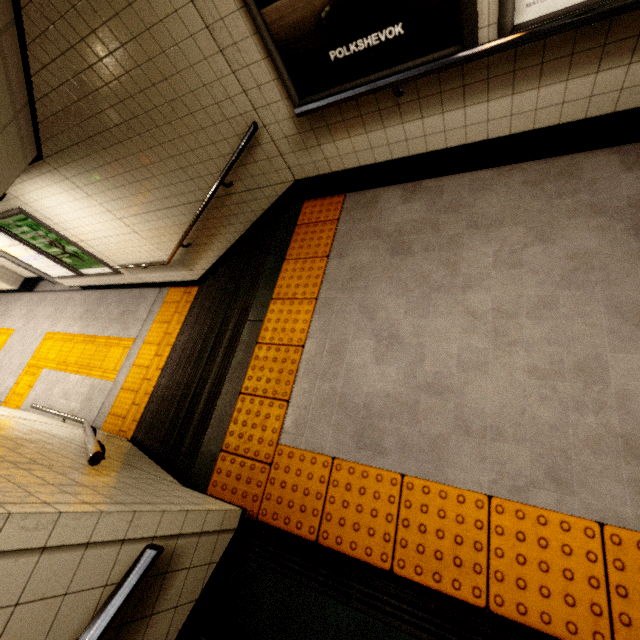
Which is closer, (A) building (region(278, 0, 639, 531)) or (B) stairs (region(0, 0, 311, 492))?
(A) building (region(278, 0, 639, 531))

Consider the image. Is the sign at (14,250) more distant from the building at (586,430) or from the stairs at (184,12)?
the building at (586,430)

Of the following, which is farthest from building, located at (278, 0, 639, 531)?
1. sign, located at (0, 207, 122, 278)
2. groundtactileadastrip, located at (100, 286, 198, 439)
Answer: sign, located at (0, 207, 122, 278)

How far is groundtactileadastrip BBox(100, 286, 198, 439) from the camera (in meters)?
5.44

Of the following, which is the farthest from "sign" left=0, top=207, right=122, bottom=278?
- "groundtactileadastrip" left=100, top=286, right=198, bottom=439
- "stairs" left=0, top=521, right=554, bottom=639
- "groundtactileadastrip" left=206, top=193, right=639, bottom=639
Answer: "stairs" left=0, top=521, right=554, bottom=639

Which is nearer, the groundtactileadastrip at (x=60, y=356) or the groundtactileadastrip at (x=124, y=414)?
the groundtactileadastrip at (x=124, y=414)

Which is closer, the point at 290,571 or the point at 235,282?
the point at 290,571

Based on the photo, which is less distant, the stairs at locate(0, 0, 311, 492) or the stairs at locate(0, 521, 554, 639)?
the stairs at locate(0, 521, 554, 639)
